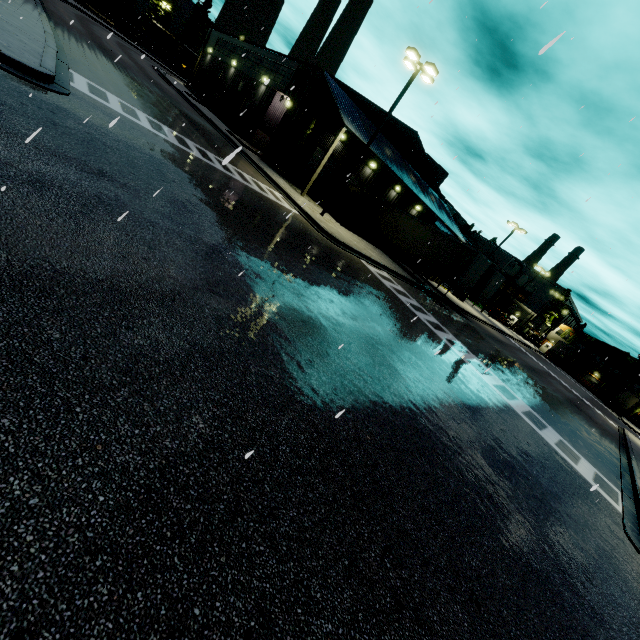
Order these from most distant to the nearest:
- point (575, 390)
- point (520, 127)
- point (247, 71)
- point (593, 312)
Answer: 1. point (575, 390)
2. point (247, 71)
3. point (520, 127)
4. point (593, 312)

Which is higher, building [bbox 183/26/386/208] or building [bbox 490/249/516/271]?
building [bbox 490/249/516/271]

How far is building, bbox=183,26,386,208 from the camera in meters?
24.7 m

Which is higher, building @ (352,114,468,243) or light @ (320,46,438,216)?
light @ (320,46,438,216)

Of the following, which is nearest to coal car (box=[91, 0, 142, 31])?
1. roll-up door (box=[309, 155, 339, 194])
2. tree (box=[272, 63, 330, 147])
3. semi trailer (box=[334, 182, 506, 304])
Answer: tree (box=[272, 63, 330, 147])

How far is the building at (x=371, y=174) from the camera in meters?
28.2 m

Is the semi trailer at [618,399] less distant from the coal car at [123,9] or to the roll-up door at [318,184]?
the coal car at [123,9]

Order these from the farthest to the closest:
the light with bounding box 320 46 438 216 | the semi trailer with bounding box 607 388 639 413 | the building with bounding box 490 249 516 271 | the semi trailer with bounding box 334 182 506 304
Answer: the building with bounding box 490 249 516 271
the semi trailer with bounding box 607 388 639 413
the semi trailer with bounding box 334 182 506 304
the light with bounding box 320 46 438 216
